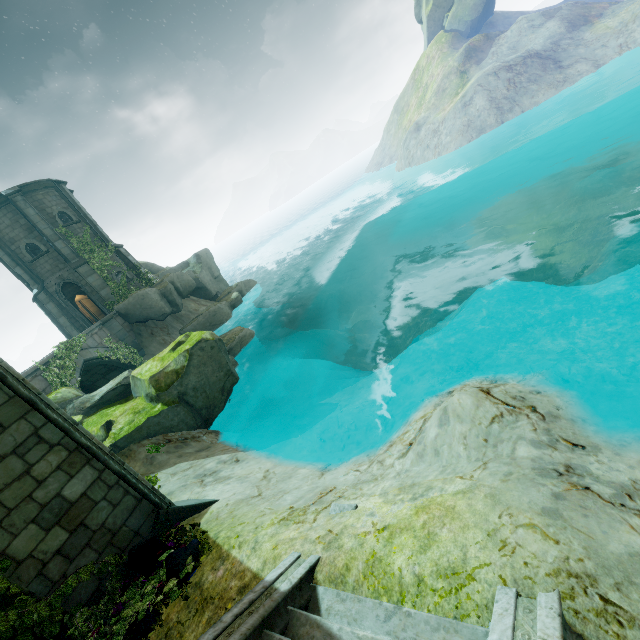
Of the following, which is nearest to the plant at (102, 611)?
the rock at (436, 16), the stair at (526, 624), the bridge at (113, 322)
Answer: the stair at (526, 624)

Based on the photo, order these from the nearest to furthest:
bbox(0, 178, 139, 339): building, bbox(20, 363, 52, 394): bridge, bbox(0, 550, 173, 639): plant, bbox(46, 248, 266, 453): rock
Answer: bbox(0, 550, 173, 639): plant, bbox(46, 248, 266, 453): rock, bbox(20, 363, 52, 394): bridge, bbox(0, 178, 139, 339): building

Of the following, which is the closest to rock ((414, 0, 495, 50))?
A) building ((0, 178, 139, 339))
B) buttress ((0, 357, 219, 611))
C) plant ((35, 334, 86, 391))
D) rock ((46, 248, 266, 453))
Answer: building ((0, 178, 139, 339))

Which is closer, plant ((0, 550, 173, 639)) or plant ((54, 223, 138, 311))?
plant ((0, 550, 173, 639))

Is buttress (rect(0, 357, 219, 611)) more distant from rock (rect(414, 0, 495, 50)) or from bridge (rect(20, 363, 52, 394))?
rock (rect(414, 0, 495, 50))

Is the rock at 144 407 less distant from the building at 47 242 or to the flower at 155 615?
the flower at 155 615

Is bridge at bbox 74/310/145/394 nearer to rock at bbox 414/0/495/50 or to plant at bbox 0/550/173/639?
plant at bbox 0/550/173/639

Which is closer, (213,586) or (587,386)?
(213,586)
